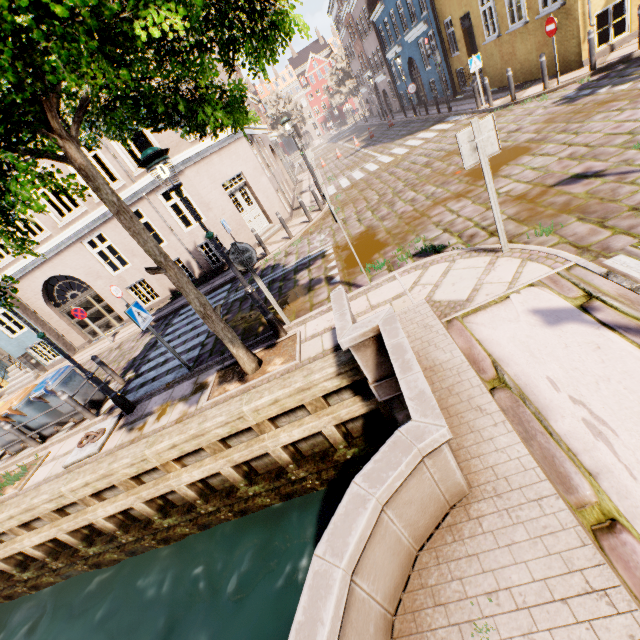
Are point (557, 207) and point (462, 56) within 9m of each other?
no

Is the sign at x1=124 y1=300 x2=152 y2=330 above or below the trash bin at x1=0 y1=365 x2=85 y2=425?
above

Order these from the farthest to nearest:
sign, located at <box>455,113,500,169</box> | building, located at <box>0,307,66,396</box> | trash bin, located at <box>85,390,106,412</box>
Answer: building, located at <box>0,307,66,396</box>
trash bin, located at <box>85,390,106,412</box>
sign, located at <box>455,113,500,169</box>

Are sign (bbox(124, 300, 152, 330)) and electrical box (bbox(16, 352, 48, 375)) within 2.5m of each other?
no

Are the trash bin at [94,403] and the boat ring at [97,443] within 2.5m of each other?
yes

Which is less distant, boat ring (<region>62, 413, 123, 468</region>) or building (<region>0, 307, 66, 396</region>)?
boat ring (<region>62, 413, 123, 468</region>)

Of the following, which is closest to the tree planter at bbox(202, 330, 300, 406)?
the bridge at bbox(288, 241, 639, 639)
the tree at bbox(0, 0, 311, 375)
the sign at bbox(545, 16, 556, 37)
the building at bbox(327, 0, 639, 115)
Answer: the tree at bbox(0, 0, 311, 375)

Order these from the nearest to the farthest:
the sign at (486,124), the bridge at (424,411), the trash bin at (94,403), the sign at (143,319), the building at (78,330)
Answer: the bridge at (424,411) → the sign at (486,124) → the sign at (143,319) → the trash bin at (94,403) → the building at (78,330)
